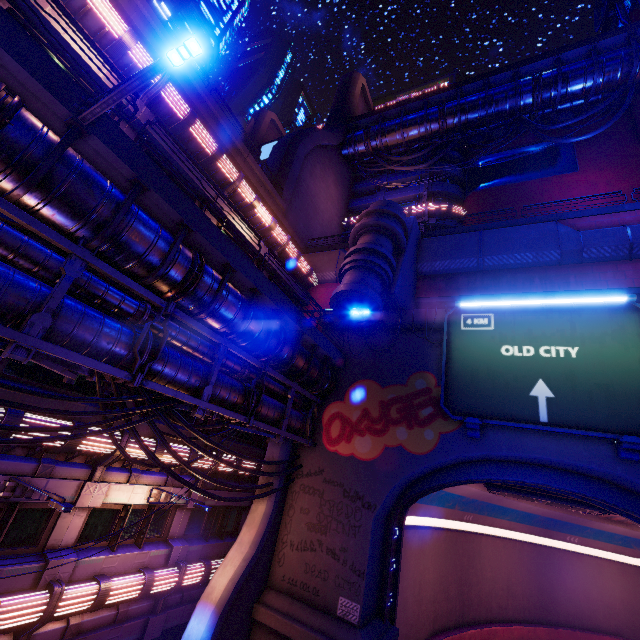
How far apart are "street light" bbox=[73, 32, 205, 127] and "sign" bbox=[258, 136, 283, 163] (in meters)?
36.52

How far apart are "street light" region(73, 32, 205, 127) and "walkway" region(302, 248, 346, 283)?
17.8m

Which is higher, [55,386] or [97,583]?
[55,386]

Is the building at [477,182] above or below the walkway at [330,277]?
above

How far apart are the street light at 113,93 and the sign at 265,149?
36.52m

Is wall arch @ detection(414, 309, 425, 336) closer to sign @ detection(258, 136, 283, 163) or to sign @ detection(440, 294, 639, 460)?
sign @ detection(440, 294, 639, 460)

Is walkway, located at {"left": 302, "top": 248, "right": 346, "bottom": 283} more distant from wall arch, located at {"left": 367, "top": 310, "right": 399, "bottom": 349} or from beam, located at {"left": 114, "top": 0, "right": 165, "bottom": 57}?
wall arch, located at {"left": 367, "top": 310, "right": 399, "bottom": 349}

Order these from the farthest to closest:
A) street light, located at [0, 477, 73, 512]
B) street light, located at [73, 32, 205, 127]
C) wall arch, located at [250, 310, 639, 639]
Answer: wall arch, located at [250, 310, 639, 639] < street light, located at [0, 477, 73, 512] < street light, located at [73, 32, 205, 127]
